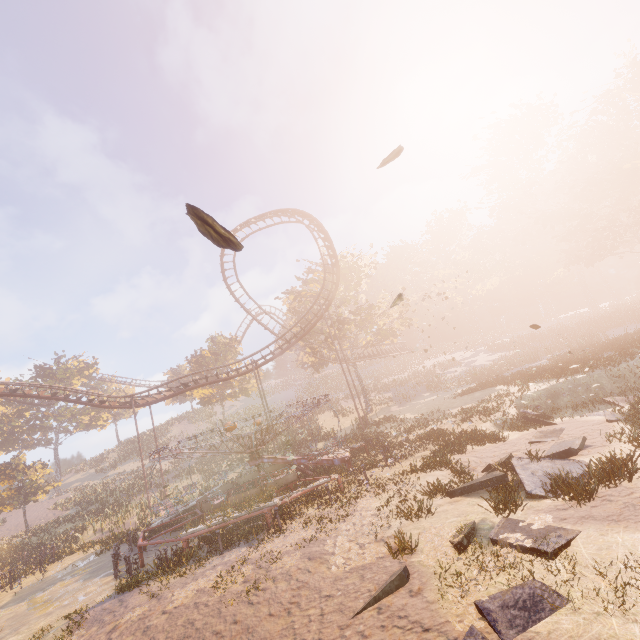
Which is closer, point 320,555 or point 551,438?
point 320,555

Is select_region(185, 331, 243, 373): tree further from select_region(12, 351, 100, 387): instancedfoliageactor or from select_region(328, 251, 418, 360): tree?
select_region(12, 351, 100, 387): instancedfoliageactor

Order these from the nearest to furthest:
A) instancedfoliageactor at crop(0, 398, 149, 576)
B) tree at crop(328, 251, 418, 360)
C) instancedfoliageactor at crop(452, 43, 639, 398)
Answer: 1. instancedfoliageactor at crop(0, 398, 149, 576)
2. instancedfoliageactor at crop(452, 43, 639, 398)
3. tree at crop(328, 251, 418, 360)

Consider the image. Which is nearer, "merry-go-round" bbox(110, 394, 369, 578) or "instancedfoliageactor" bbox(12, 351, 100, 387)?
"merry-go-round" bbox(110, 394, 369, 578)

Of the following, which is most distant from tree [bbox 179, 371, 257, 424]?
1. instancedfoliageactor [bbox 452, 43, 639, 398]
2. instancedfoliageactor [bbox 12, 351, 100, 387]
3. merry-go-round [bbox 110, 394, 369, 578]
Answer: instancedfoliageactor [bbox 452, 43, 639, 398]

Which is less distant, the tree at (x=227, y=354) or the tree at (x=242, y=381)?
the tree at (x=242, y=381)

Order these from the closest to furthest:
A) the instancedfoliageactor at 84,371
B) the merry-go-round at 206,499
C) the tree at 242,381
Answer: the merry-go-round at 206,499 → the tree at 242,381 → the instancedfoliageactor at 84,371

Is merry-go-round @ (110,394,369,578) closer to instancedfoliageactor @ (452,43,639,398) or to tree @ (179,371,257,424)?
instancedfoliageactor @ (452,43,639,398)
